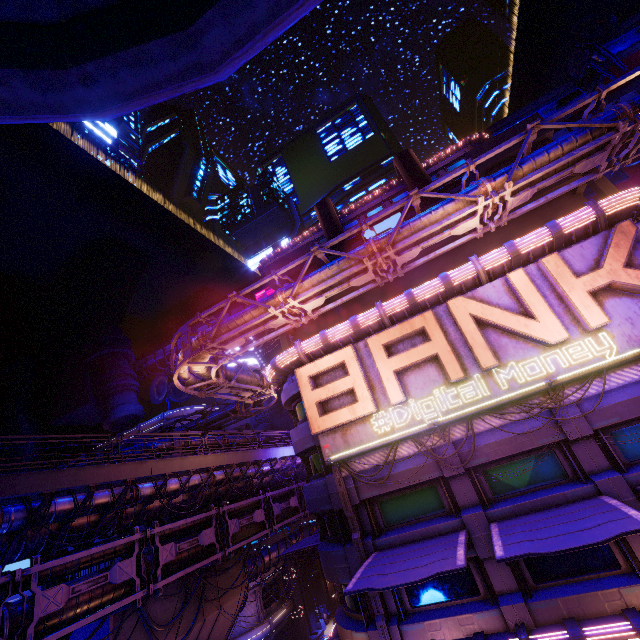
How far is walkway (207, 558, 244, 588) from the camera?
20.9m

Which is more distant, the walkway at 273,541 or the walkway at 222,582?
the walkway at 273,541

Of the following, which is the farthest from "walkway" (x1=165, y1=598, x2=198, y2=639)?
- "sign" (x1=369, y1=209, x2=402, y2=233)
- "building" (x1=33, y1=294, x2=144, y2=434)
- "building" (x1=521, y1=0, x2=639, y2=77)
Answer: "building" (x1=521, y1=0, x2=639, y2=77)

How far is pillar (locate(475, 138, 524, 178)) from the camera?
18.6m

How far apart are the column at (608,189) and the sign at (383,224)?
30.41m

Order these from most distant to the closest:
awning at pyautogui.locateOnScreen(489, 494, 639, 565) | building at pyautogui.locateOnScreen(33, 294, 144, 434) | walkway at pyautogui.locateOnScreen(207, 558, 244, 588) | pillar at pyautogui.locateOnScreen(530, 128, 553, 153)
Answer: building at pyautogui.locateOnScreen(33, 294, 144, 434)
walkway at pyautogui.locateOnScreen(207, 558, 244, 588)
pillar at pyautogui.locateOnScreen(530, 128, 553, 153)
awning at pyautogui.locateOnScreen(489, 494, 639, 565)

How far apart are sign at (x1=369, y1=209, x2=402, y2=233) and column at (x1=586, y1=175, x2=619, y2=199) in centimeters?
3041cm

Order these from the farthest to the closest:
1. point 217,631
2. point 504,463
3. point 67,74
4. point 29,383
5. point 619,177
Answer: point 29,383, point 619,177, point 217,631, point 504,463, point 67,74
